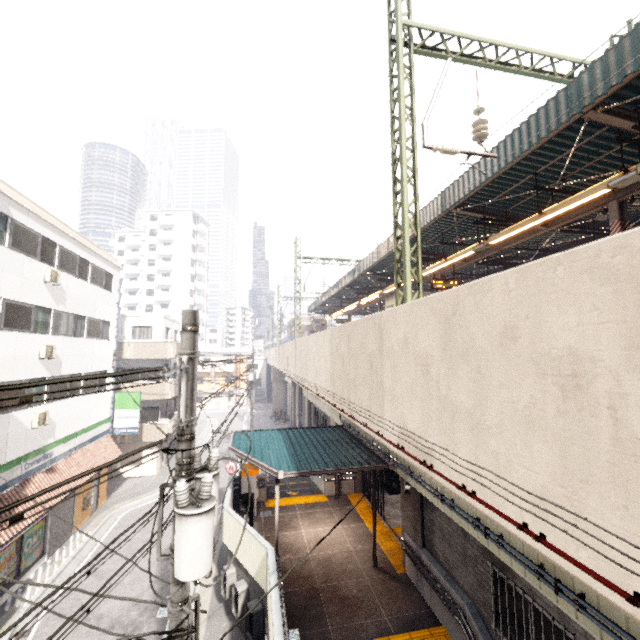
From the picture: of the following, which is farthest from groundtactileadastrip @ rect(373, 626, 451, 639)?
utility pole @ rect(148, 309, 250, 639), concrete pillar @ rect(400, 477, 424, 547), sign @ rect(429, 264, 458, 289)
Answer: sign @ rect(429, 264, 458, 289)

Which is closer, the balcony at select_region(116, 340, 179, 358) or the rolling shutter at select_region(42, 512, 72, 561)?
the rolling shutter at select_region(42, 512, 72, 561)

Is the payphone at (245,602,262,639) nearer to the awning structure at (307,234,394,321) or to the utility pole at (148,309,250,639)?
the utility pole at (148,309,250,639)

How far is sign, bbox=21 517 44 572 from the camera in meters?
13.0

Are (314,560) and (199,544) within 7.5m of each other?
no

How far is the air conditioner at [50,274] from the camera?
13.7 meters

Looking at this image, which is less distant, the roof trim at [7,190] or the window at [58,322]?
the roof trim at [7,190]

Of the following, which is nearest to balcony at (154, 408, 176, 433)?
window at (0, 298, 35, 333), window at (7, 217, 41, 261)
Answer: window at (0, 298, 35, 333)
